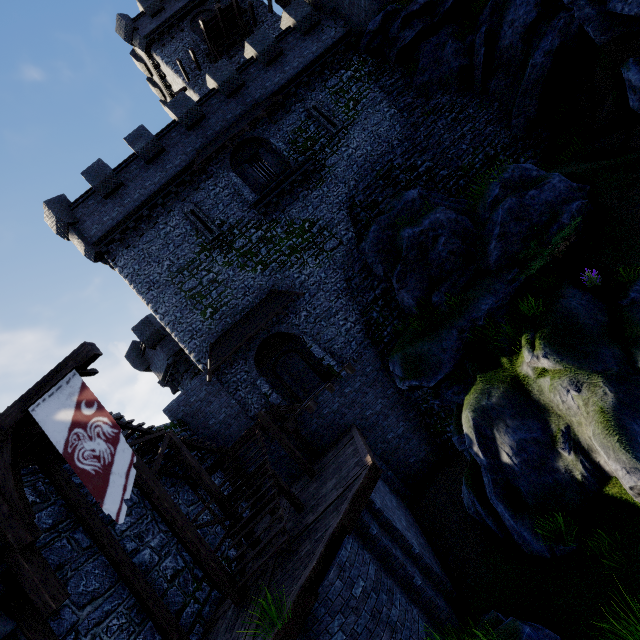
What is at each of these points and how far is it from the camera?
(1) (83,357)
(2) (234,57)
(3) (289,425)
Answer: (1) wooden beam, 6.3m
(2) building, 26.0m
(3) walkway, 13.5m

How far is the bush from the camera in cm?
1035

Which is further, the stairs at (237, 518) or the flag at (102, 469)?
the stairs at (237, 518)

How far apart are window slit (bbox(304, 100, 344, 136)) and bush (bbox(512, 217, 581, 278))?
12.2m

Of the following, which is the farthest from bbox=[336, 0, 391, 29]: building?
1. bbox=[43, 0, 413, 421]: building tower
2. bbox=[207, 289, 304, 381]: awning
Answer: bbox=[207, 289, 304, 381]: awning

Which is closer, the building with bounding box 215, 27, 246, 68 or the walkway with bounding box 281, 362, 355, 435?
the walkway with bounding box 281, 362, 355, 435

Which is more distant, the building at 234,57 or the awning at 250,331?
the building at 234,57

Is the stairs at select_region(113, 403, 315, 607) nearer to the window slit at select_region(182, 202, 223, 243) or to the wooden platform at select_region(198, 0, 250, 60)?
the window slit at select_region(182, 202, 223, 243)
